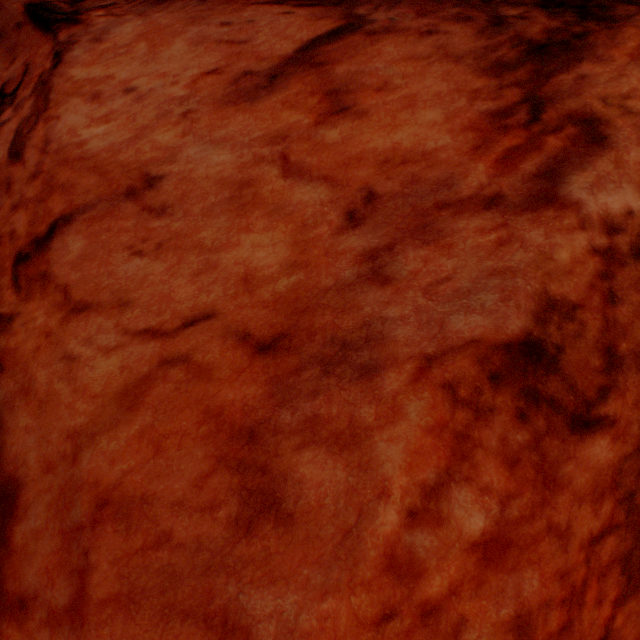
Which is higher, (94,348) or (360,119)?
(360,119)
